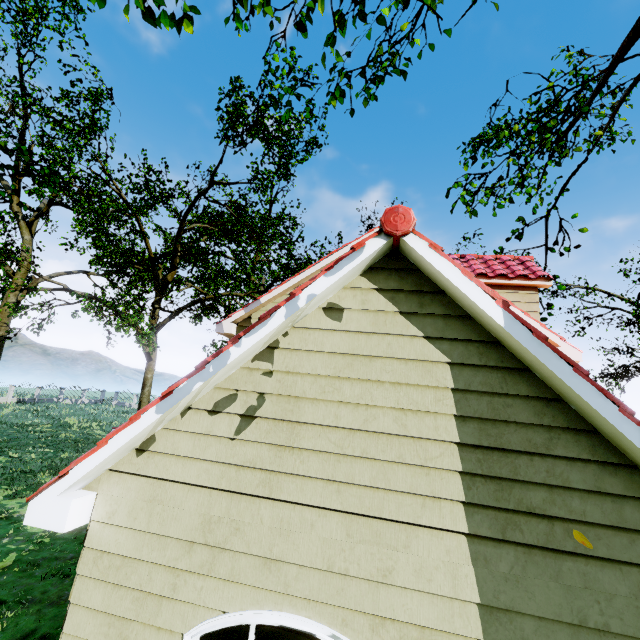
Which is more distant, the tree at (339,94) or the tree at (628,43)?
the tree at (628,43)

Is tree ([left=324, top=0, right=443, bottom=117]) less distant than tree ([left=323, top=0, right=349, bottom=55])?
No

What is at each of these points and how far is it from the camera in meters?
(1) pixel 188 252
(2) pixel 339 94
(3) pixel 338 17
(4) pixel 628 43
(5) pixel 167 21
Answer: (1) tree, 22.3 m
(2) tree, 7.3 m
(3) tree, 5.6 m
(4) tree, 8.9 m
(5) tree, 5.9 m

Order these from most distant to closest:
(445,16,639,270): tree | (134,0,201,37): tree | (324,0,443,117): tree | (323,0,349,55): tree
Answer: (445,16,639,270): tree
(324,0,443,117): tree
(323,0,349,55): tree
(134,0,201,37): tree
